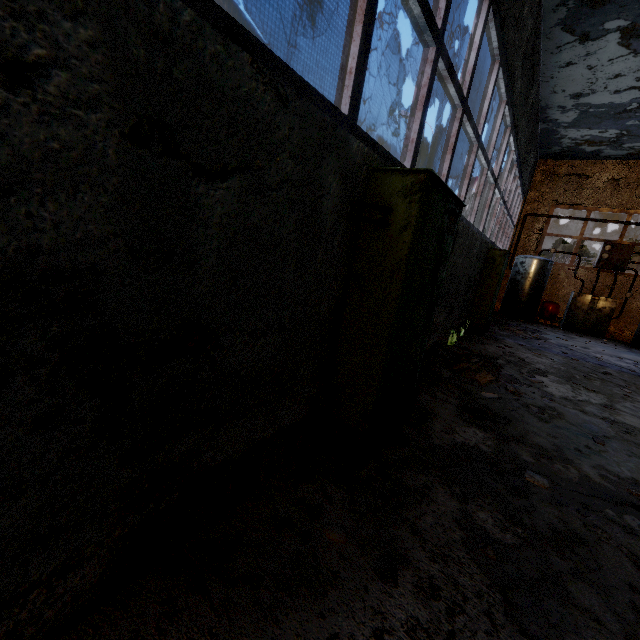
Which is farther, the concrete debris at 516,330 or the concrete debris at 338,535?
the concrete debris at 516,330

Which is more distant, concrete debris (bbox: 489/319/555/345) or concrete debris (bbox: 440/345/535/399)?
concrete debris (bbox: 489/319/555/345)

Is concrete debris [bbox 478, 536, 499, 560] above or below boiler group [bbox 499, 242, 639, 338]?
below

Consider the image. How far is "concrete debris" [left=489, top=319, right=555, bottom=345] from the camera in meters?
10.3 m

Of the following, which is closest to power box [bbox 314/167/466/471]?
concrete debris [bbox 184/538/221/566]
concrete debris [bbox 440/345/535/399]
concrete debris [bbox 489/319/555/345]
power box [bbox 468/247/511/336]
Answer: concrete debris [bbox 184/538/221/566]

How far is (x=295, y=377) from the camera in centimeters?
244cm

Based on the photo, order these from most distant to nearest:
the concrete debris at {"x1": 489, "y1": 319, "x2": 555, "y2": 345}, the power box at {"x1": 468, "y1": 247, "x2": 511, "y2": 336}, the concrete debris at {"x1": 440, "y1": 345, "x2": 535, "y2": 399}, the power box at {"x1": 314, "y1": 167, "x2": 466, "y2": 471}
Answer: the concrete debris at {"x1": 489, "y1": 319, "x2": 555, "y2": 345}, the power box at {"x1": 468, "y1": 247, "x2": 511, "y2": 336}, the concrete debris at {"x1": 440, "y1": 345, "x2": 535, "y2": 399}, the power box at {"x1": 314, "y1": 167, "x2": 466, "y2": 471}

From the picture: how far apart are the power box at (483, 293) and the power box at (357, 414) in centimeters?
611cm
